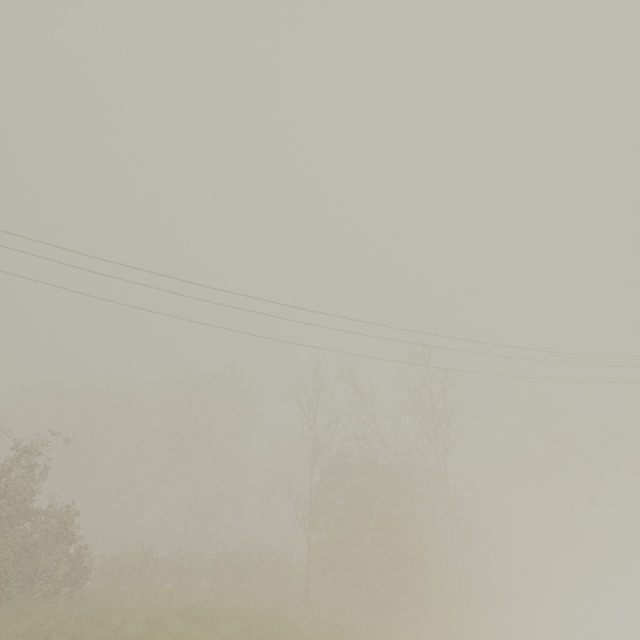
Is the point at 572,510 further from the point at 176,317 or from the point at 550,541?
the point at 176,317
